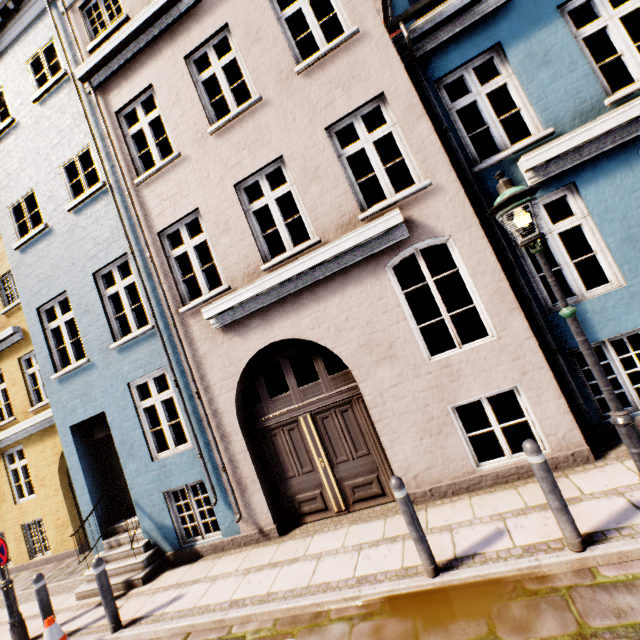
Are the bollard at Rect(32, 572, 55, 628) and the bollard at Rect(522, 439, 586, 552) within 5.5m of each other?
no

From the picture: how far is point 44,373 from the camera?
7.8m

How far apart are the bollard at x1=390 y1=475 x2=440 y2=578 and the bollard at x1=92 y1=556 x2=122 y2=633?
4.97m

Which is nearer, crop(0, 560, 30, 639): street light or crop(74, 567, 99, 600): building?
crop(0, 560, 30, 639): street light

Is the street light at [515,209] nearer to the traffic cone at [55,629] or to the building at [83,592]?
the building at [83,592]

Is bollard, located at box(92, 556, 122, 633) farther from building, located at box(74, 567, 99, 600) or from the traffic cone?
building, located at box(74, 567, 99, 600)

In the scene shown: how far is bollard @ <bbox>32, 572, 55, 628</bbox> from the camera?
5.45m
